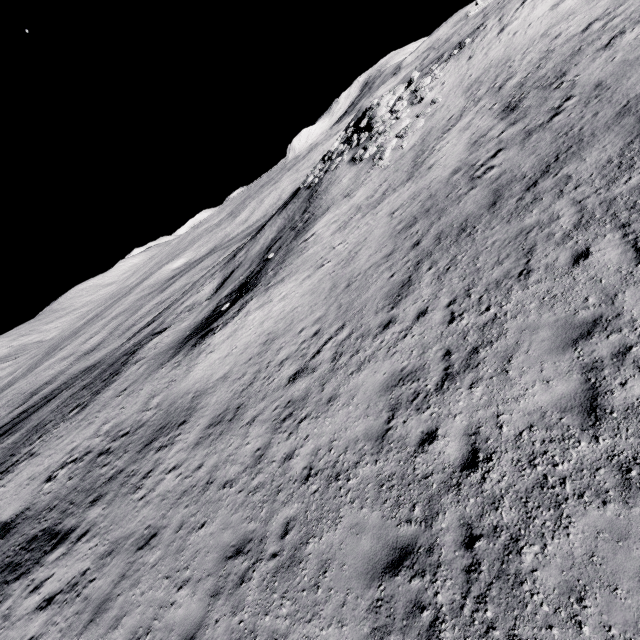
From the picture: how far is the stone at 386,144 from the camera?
21.75m

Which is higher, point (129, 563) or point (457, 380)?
point (457, 380)

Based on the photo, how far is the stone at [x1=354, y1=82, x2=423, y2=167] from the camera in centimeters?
2175cm
